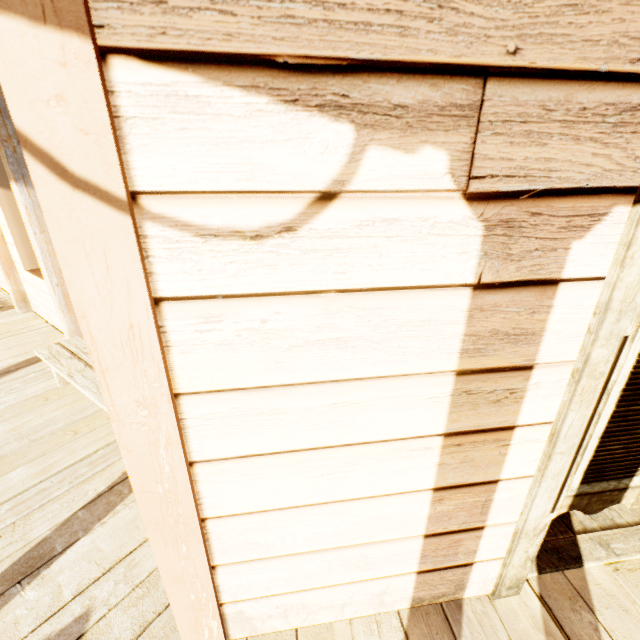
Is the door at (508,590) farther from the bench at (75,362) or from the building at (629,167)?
the bench at (75,362)

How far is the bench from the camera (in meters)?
2.53

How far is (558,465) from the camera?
1.3 meters

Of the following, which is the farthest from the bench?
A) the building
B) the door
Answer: the door

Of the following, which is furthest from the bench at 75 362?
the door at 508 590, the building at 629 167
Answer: the door at 508 590

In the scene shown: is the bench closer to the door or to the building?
the building
